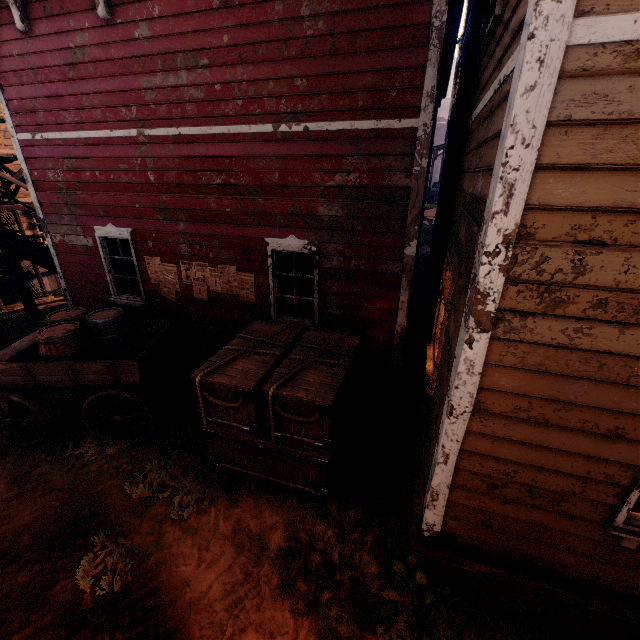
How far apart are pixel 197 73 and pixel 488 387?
5.90m

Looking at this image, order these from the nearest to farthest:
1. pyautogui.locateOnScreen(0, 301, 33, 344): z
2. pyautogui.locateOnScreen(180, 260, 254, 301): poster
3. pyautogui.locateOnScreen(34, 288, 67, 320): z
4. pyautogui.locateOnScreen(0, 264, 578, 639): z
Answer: pyautogui.locateOnScreen(0, 264, 578, 639): z
pyautogui.locateOnScreen(180, 260, 254, 301): poster
pyautogui.locateOnScreen(0, 301, 33, 344): z
pyautogui.locateOnScreen(34, 288, 67, 320): z

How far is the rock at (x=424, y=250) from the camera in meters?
16.4 m

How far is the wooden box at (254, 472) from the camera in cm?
430

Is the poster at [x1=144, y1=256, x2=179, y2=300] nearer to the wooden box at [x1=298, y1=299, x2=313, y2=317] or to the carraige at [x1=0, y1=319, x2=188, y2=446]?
the carraige at [x1=0, y1=319, x2=188, y2=446]

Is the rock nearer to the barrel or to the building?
the building

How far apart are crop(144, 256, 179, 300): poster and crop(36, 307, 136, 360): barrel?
0.91m

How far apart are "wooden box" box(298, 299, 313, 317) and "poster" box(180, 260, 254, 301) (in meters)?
0.71
